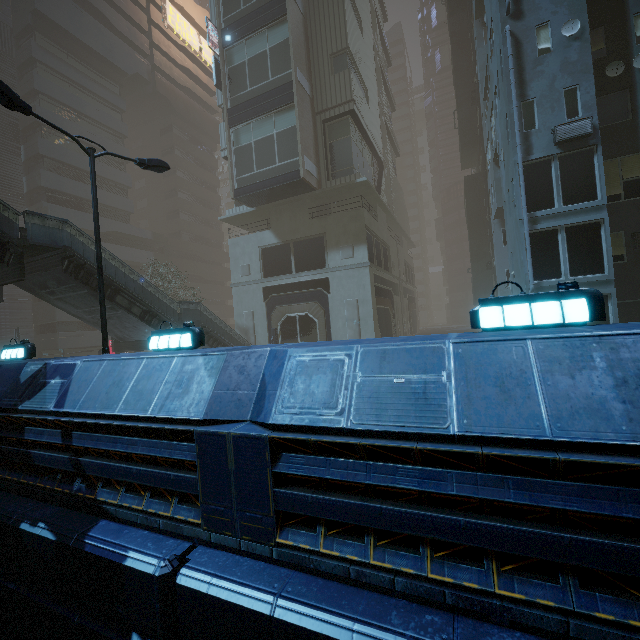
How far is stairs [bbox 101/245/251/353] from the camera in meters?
14.1 m

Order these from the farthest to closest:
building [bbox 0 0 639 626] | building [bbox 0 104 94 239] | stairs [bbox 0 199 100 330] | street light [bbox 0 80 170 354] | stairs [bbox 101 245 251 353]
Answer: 1. building [bbox 0 104 94 239]
2. stairs [bbox 101 245 251 353]
3. stairs [bbox 0 199 100 330]
4. street light [bbox 0 80 170 354]
5. building [bbox 0 0 639 626]

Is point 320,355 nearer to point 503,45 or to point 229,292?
point 503,45

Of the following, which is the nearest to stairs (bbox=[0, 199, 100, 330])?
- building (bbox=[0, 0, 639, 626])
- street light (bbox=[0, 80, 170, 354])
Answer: building (bbox=[0, 0, 639, 626])

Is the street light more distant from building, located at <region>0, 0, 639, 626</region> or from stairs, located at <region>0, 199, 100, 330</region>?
stairs, located at <region>0, 199, 100, 330</region>

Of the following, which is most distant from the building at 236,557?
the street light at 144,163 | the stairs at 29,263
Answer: the stairs at 29,263

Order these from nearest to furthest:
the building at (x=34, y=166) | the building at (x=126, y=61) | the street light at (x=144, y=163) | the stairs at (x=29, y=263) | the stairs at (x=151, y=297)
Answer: Result:
the building at (x=126, y=61)
the street light at (x=144, y=163)
the stairs at (x=29, y=263)
the stairs at (x=151, y=297)
the building at (x=34, y=166)
